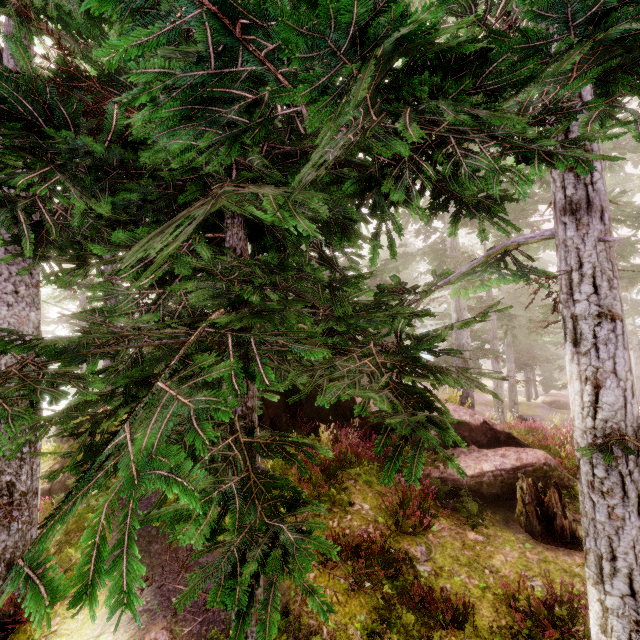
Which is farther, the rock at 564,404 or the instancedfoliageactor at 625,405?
the rock at 564,404

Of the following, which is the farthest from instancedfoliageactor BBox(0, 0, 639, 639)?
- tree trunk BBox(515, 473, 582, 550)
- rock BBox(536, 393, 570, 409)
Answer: tree trunk BBox(515, 473, 582, 550)

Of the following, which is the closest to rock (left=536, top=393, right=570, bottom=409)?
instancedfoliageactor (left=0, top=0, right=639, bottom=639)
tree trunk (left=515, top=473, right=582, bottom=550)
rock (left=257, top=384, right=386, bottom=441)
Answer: instancedfoliageactor (left=0, top=0, right=639, bottom=639)

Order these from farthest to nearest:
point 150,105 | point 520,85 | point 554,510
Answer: point 554,510
point 520,85
point 150,105

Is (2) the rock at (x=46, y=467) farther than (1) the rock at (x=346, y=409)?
No

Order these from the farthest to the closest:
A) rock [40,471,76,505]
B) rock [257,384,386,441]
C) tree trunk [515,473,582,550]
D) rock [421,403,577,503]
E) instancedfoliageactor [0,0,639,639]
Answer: rock [257,384,386,441] < rock [421,403,577,503] < rock [40,471,76,505] < tree trunk [515,473,582,550] < instancedfoliageactor [0,0,639,639]

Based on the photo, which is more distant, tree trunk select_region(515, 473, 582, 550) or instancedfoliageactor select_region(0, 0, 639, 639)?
tree trunk select_region(515, 473, 582, 550)
